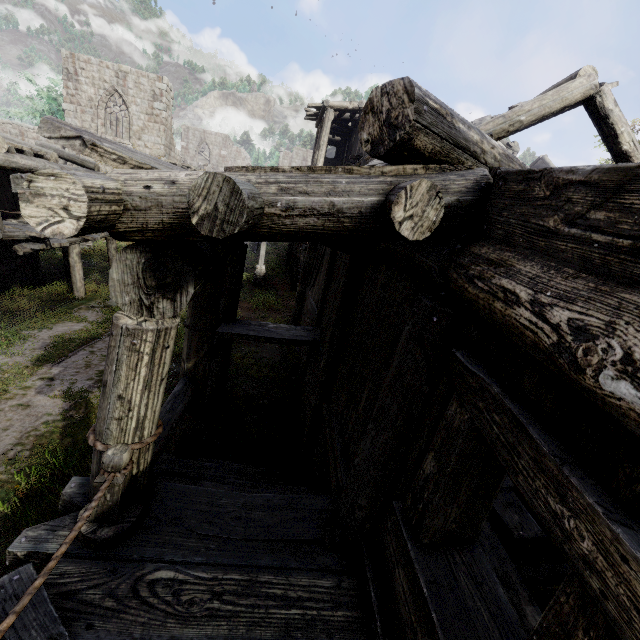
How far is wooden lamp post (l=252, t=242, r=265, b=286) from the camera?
19.6 meters

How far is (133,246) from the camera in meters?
2.1

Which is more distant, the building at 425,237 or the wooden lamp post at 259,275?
the wooden lamp post at 259,275

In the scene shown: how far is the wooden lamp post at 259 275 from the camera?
19.6 meters

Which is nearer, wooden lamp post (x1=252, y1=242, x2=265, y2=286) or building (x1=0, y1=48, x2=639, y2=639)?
building (x1=0, y1=48, x2=639, y2=639)

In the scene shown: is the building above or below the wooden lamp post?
above
